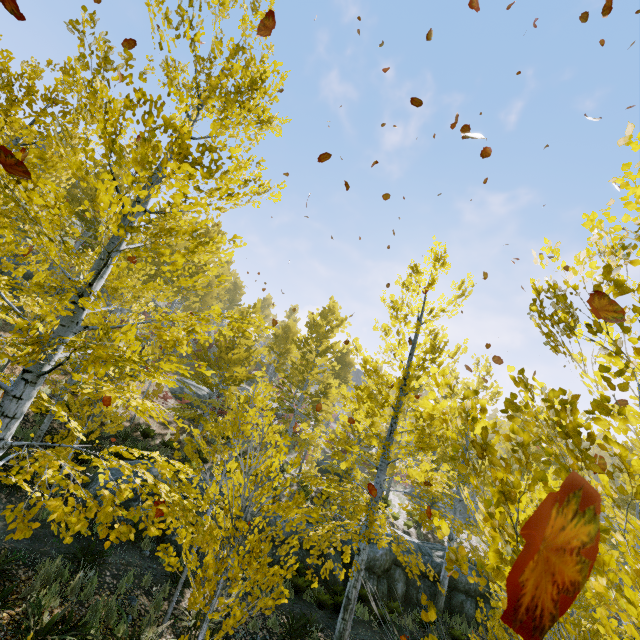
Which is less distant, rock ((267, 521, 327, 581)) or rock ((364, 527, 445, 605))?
rock ((267, 521, 327, 581))

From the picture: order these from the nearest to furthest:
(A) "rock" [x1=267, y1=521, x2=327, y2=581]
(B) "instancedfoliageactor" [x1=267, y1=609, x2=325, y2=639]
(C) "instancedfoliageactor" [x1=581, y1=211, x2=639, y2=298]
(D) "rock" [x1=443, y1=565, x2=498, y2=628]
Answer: (C) "instancedfoliageactor" [x1=581, y1=211, x2=639, y2=298], (B) "instancedfoliageactor" [x1=267, y1=609, x2=325, y2=639], (A) "rock" [x1=267, y1=521, x2=327, y2=581], (D) "rock" [x1=443, y1=565, x2=498, y2=628]

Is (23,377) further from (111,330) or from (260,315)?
(111,330)

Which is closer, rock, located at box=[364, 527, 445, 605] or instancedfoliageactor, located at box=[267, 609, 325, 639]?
instancedfoliageactor, located at box=[267, 609, 325, 639]

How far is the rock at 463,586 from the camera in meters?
12.8

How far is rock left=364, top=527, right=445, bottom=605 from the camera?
12.8m

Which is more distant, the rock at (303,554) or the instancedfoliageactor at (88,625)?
the rock at (303,554)
